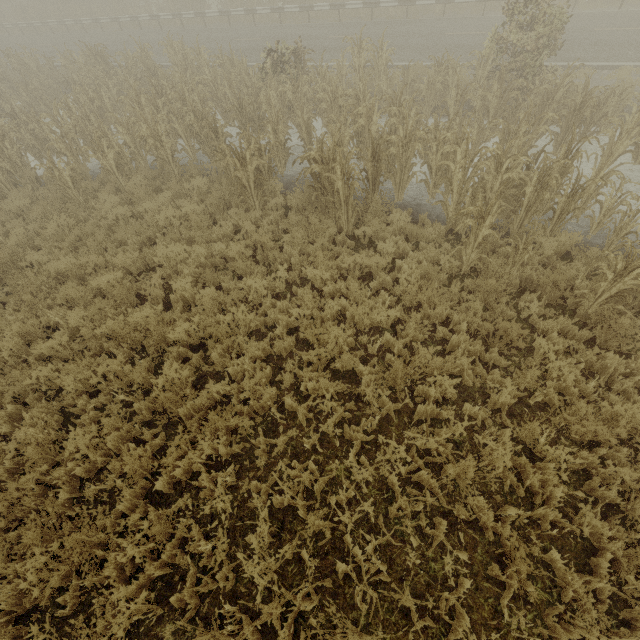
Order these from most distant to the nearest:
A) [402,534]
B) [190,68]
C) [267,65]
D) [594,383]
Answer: [190,68] → [267,65] → [594,383] → [402,534]

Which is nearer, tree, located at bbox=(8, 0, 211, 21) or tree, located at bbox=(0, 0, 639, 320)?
tree, located at bbox=(0, 0, 639, 320)

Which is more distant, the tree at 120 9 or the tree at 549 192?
the tree at 120 9
